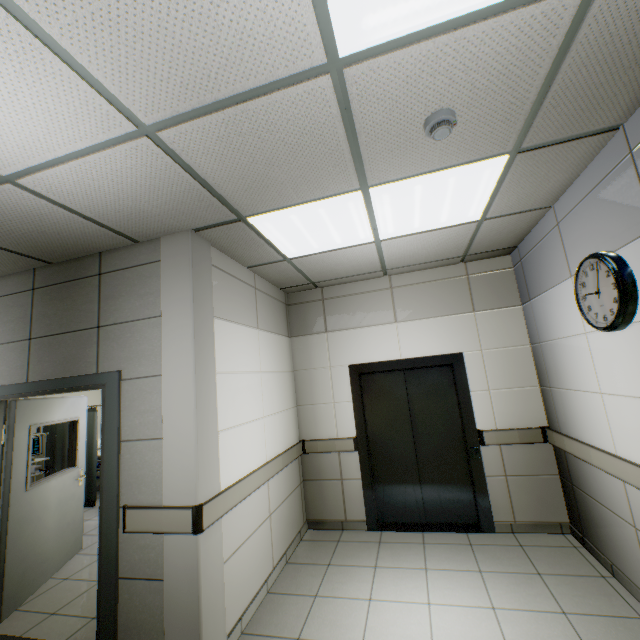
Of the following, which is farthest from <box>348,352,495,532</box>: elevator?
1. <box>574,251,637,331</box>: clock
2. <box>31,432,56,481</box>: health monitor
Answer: <box>31,432,56,481</box>: health monitor

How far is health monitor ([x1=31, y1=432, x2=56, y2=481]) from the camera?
5.40m

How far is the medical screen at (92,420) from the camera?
5.61m

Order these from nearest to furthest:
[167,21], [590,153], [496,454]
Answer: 1. [167,21]
2. [590,153]
3. [496,454]

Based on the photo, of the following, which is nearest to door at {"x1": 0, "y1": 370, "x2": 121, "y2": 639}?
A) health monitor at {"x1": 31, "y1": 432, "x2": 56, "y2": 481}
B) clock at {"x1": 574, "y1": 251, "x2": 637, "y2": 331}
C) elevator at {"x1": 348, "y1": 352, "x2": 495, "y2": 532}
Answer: health monitor at {"x1": 31, "y1": 432, "x2": 56, "y2": 481}

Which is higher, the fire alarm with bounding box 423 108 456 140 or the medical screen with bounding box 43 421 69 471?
the fire alarm with bounding box 423 108 456 140

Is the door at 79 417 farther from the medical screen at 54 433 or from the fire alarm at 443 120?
the fire alarm at 443 120

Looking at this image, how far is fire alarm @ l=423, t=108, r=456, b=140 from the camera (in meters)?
1.70
